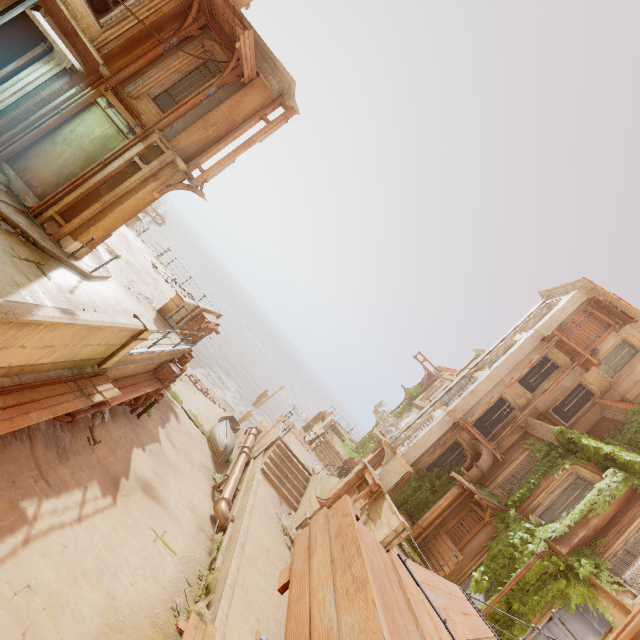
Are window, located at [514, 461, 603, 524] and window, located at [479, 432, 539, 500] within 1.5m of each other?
yes

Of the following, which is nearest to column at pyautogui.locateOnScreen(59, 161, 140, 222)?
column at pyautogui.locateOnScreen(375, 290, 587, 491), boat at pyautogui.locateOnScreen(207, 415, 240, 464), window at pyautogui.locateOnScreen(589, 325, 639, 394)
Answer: boat at pyautogui.locateOnScreen(207, 415, 240, 464)

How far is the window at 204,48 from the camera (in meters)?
10.56

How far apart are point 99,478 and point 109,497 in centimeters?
57cm

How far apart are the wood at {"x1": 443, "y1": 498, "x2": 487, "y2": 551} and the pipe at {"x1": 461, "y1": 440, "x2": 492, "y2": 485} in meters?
0.3

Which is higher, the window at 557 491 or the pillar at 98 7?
the window at 557 491

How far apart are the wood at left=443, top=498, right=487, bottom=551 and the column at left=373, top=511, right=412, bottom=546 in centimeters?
559cm

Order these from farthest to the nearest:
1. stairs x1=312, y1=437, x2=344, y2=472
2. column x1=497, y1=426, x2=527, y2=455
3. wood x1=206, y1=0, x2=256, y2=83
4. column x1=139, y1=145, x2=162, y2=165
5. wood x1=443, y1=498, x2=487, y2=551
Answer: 1. stairs x1=312, y1=437, x2=344, y2=472
2. column x1=497, y1=426, x2=527, y2=455
3. wood x1=443, y1=498, x2=487, y2=551
4. column x1=139, y1=145, x2=162, y2=165
5. wood x1=206, y1=0, x2=256, y2=83
